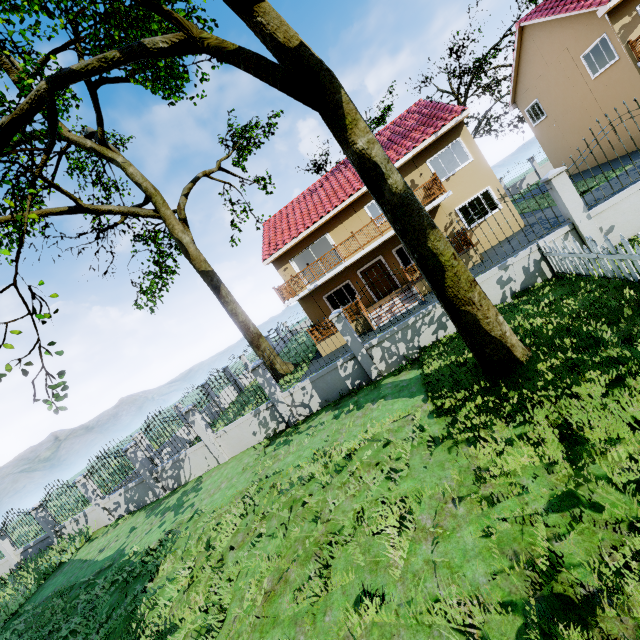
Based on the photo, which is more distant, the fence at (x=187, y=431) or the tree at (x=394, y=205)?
the fence at (x=187, y=431)

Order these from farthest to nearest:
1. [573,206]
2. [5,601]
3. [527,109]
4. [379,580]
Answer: [527,109]
[5,601]
[573,206]
[379,580]

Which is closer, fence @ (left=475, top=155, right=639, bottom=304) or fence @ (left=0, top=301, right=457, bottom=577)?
fence @ (left=475, top=155, right=639, bottom=304)

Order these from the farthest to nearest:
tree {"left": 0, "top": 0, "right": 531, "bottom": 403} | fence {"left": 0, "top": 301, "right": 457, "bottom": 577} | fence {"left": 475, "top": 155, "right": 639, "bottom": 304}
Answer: fence {"left": 0, "top": 301, "right": 457, "bottom": 577}, fence {"left": 475, "top": 155, "right": 639, "bottom": 304}, tree {"left": 0, "top": 0, "right": 531, "bottom": 403}

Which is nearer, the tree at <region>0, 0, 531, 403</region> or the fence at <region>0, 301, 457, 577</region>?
the tree at <region>0, 0, 531, 403</region>
